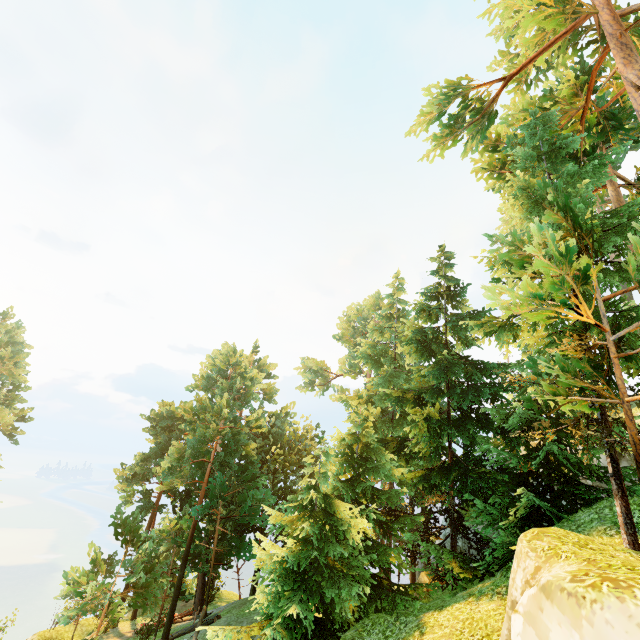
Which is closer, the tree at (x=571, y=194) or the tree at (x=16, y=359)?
the tree at (x=571, y=194)

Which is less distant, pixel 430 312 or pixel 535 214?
pixel 535 214

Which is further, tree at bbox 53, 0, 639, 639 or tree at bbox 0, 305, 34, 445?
tree at bbox 0, 305, 34, 445
